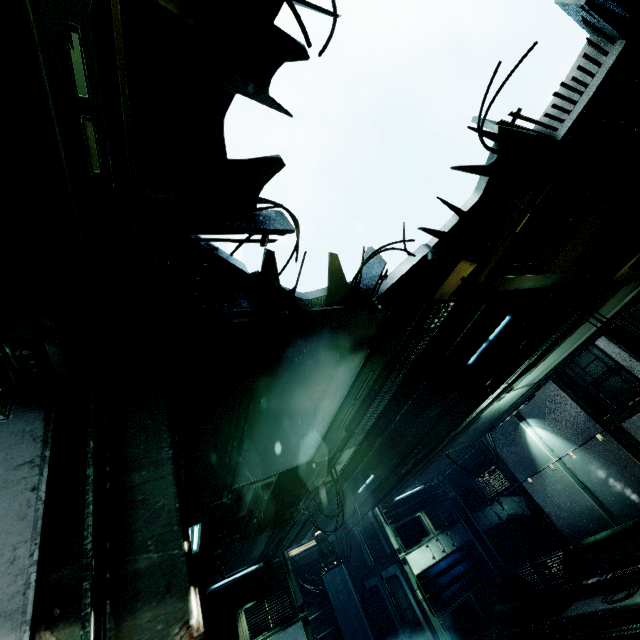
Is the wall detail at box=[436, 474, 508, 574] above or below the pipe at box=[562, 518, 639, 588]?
above

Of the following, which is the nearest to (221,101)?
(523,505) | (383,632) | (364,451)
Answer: (364,451)

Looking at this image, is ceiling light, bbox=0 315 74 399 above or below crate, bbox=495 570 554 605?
above

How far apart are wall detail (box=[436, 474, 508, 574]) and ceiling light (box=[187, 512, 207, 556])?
10.3m

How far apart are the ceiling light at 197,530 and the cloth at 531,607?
8.9 meters

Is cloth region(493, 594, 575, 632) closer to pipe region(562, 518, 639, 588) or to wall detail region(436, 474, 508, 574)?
pipe region(562, 518, 639, 588)

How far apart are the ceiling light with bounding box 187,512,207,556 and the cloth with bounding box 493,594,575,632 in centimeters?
895cm

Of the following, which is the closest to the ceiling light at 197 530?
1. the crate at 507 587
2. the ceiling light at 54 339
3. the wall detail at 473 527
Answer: the ceiling light at 54 339
